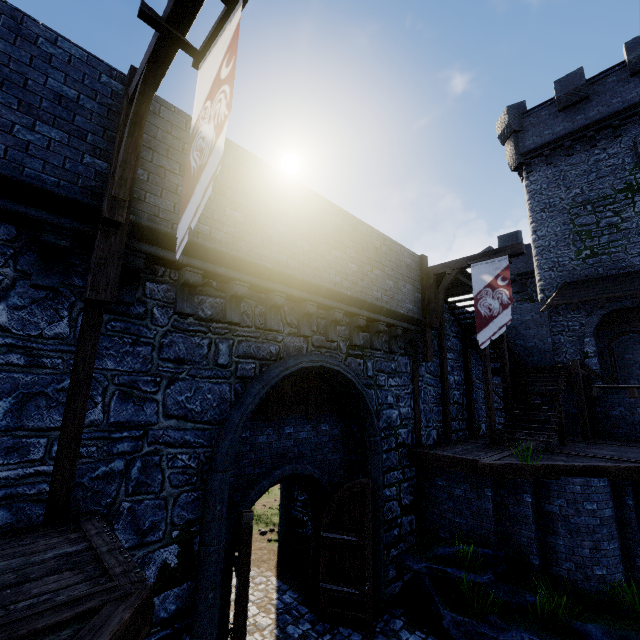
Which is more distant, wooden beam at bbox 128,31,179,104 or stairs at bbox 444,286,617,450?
stairs at bbox 444,286,617,450

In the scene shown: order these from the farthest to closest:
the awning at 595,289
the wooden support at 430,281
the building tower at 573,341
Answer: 1. the building tower at 573,341
2. the awning at 595,289
3. the wooden support at 430,281

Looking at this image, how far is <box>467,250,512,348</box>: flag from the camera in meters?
9.6

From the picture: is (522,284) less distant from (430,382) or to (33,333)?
(430,382)

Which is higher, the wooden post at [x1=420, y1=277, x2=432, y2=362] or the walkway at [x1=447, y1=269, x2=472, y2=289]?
the walkway at [x1=447, y1=269, x2=472, y2=289]

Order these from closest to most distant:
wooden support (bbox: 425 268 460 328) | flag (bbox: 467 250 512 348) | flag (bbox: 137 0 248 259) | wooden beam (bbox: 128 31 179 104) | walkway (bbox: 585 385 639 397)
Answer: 1. flag (bbox: 137 0 248 259)
2. wooden beam (bbox: 128 31 179 104)
3. flag (bbox: 467 250 512 348)
4. wooden support (bbox: 425 268 460 328)
5. walkway (bbox: 585 385 639 397)

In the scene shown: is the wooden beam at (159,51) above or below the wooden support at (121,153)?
above

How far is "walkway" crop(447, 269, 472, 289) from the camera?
11.5 meters
